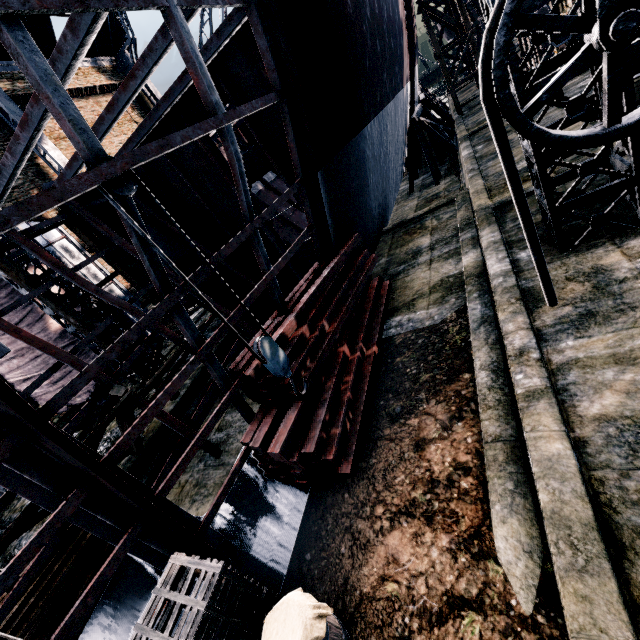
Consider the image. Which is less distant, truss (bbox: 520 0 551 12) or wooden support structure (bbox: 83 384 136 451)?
truss (bbox: 520 0 551 12)

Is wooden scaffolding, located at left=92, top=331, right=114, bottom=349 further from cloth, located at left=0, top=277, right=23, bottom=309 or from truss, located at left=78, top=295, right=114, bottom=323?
cloth, located at left=0, top=277, right=23, bottom=309

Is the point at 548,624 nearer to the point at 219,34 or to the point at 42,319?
the point at 219,34

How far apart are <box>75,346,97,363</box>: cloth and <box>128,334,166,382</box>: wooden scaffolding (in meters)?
7.48

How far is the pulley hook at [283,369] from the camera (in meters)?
4.57

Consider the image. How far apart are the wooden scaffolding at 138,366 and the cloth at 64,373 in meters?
7.5

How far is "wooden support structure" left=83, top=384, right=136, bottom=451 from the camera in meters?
7.8

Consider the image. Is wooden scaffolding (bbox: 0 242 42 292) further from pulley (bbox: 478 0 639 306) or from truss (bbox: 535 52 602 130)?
pulley (bbox: 478 0 639 306)
